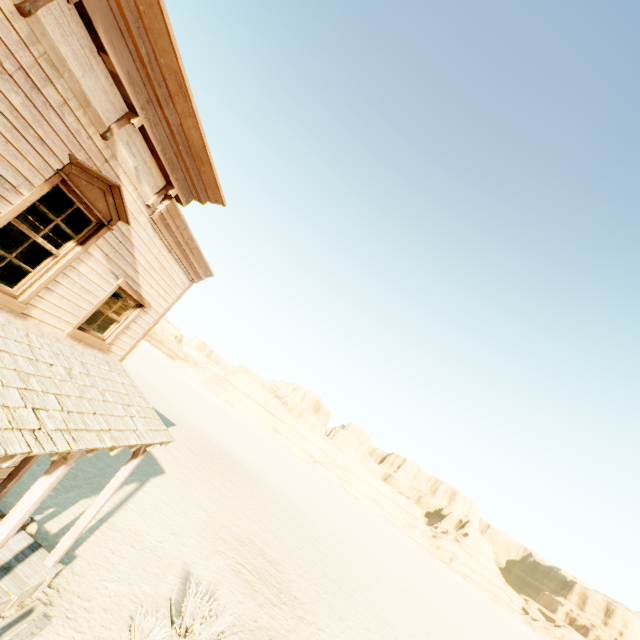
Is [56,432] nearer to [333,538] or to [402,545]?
[333,538]

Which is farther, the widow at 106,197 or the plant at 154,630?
the plant at 154,630

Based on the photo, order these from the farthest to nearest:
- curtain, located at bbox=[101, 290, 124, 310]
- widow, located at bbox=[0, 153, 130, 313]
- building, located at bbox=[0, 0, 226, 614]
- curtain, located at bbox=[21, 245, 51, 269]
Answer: curtain, located at bbox=[101, 290, 124, 310] < curtain, located at bbox=[21, 245, 51, 269] < widow, located at bbox=[0, 153, 130, 313] < building, located at bbox=[0, 0, 226, 614]

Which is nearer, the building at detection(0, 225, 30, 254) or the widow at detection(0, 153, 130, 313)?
the widow at detection(0, 153, 130, 313)

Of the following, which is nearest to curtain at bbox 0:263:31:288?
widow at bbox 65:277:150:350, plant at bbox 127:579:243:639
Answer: widow at bbox 65:277:150:350

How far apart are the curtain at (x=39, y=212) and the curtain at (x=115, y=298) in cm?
131

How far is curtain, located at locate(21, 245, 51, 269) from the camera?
4.71m
